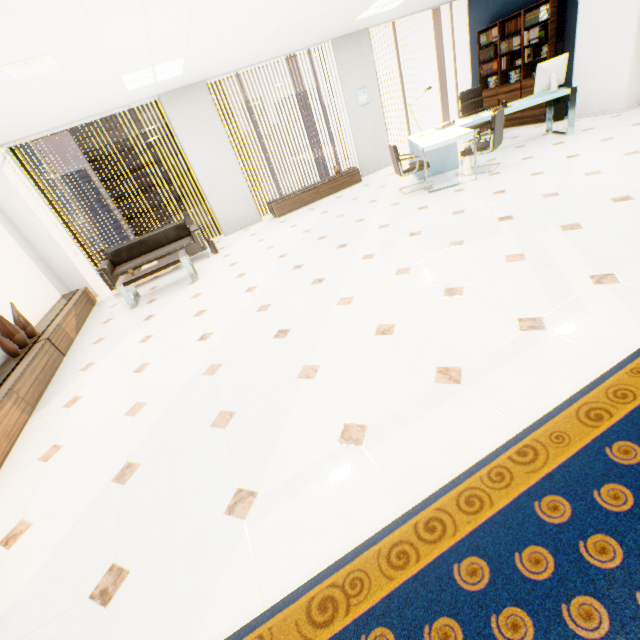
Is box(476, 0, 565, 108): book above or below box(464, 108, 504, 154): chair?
above

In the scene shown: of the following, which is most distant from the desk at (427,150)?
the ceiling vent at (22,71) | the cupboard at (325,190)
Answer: the ceiling vent at (22,71)

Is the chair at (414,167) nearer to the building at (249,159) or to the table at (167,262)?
the table at (167,262)

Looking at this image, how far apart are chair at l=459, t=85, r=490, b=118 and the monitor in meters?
1.2 m

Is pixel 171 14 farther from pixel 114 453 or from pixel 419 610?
pixel 419 610

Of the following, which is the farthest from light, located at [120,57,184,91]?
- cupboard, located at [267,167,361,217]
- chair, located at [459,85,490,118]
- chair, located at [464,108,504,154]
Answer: chair, located at [459,85,490,118]

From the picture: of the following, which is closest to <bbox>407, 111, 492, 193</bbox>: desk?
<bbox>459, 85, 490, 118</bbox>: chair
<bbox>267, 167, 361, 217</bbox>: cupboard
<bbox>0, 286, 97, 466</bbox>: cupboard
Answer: <bbox>459, 85, 490, 118</bbox>: chair

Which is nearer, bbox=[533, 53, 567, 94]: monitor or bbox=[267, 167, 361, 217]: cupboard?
bbox=[533, 53, 567, 94]: monitor
